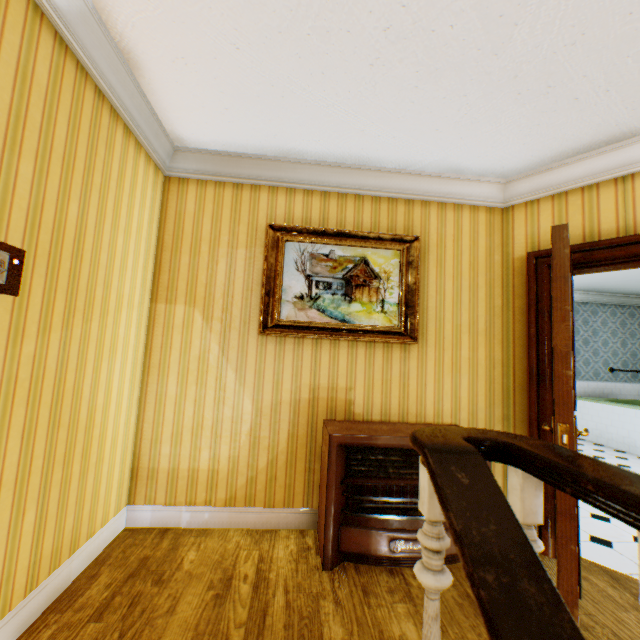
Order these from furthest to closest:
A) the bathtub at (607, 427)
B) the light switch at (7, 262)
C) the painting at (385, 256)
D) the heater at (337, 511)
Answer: the bathtub at (607, 427) → the painting at (385, 256) → the heater at (337, 511) → the light switch at (7, 262)

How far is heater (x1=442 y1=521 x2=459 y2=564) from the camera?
2.3 meters

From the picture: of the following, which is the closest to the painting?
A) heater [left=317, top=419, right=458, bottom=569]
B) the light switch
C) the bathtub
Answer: heater [left=317, top=419, right=458, bottom=569]

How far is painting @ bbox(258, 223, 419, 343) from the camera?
2.8 meters

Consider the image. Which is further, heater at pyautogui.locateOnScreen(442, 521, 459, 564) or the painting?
the painting

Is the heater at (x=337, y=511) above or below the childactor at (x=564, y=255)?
below

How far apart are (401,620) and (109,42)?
3.6m
